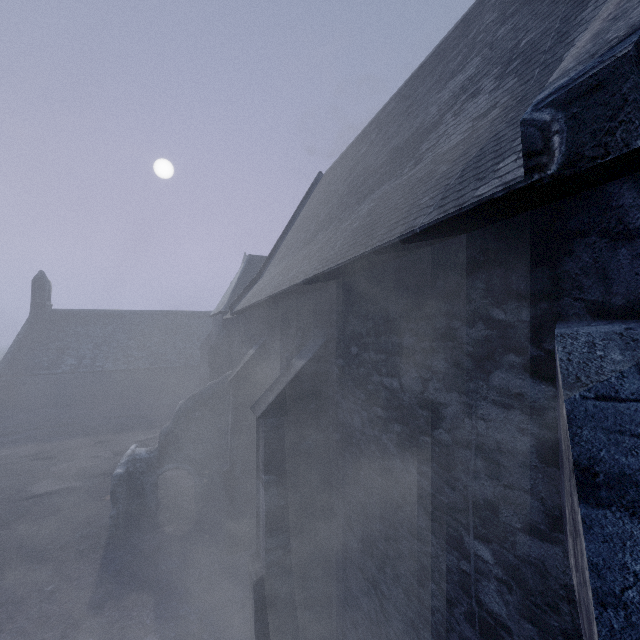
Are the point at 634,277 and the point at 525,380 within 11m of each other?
yes
